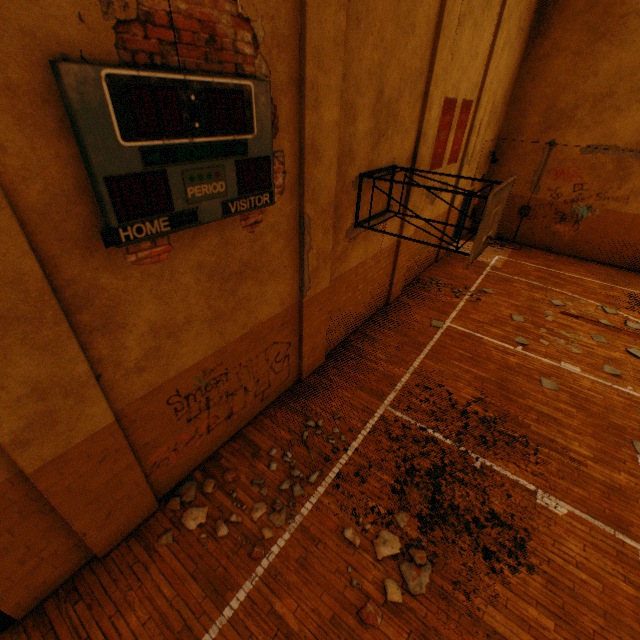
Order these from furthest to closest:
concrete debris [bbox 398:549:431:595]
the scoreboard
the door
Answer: concrete debris [bbox 398:549:431:595], the door, the scoreboard

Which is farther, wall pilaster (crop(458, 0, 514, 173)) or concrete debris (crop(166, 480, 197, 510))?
wall pilaster (crop(458, 0, 514, 173))

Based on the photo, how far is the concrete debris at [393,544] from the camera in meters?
4.2 m

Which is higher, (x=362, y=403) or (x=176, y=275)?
(x=176, y=275)

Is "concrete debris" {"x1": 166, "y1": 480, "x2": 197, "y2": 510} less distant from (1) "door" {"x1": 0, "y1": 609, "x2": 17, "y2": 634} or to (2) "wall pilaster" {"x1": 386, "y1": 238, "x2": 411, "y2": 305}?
(1) "door" {"x1": 0, "y1": 609, "x2": 17, "y2": 634}

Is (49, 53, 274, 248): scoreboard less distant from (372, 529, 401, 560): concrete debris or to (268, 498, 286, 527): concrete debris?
(268, 498, 286, 527): concrete debris

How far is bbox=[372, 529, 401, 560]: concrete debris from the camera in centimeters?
423cm

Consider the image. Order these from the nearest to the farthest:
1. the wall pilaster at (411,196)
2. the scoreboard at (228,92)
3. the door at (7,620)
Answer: the scoreboard at (228,92)
the door at (7,620)
the wall pilaster at (411,196)
